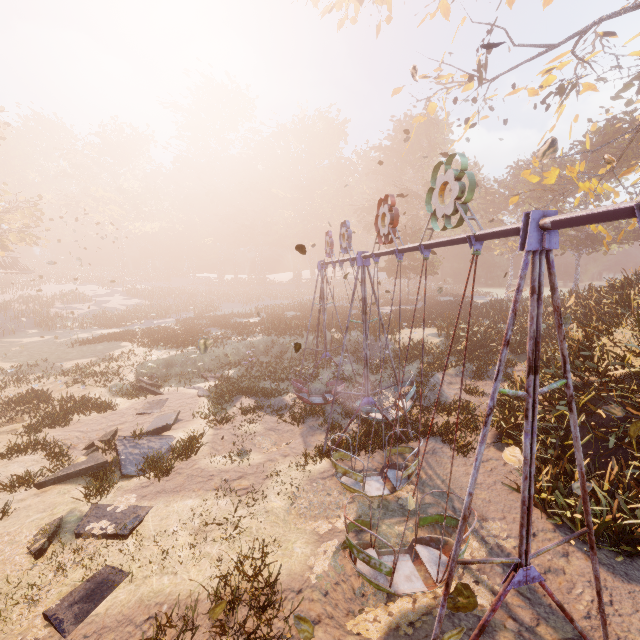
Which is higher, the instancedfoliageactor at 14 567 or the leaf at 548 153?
the leaf at 548 153

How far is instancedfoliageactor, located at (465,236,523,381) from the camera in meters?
17.3

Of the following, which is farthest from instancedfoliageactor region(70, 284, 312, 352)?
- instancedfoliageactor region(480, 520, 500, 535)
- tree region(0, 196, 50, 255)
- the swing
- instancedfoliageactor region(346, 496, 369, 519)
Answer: instancedfoliageactor region(480, 520, 500, 535)

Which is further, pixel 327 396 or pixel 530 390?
pixel 327 396

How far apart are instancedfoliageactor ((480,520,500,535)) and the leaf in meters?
6.7 m

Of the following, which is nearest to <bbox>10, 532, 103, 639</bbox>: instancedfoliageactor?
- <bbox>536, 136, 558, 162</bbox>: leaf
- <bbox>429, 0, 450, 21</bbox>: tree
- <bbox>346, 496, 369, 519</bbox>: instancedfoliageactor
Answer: <bbox>346, 496, 369, 519</bbox>: instancedfoliageactor

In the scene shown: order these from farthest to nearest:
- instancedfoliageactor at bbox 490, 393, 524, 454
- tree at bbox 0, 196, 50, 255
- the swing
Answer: tree at bbox 0, 196, 50, 255 → instancedfoliageactor at bbox 490, 393, 524, 454 → the swing

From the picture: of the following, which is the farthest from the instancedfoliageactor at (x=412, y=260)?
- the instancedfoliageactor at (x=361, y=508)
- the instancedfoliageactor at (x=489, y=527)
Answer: the instancedfoliageactor at (x=489, y=527)
